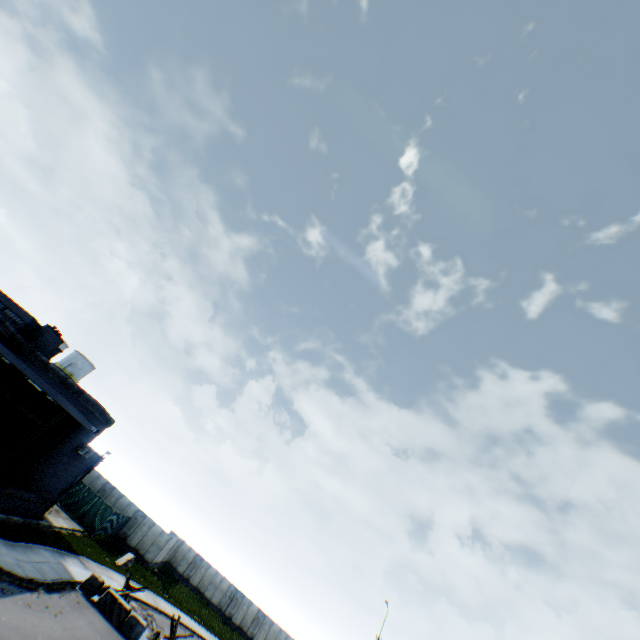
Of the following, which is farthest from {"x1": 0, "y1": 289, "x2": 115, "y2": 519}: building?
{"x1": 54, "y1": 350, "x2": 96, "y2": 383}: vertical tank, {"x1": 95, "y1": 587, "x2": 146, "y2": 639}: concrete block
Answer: {"x1": 54, "y1": 350, "x2": 96, "y2": 383}: vertical tank

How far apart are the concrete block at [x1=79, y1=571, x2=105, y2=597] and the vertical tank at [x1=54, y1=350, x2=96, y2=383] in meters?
37.3

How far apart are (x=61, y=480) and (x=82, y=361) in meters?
31.8 m

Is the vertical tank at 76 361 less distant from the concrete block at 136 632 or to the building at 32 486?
the building at 32 486

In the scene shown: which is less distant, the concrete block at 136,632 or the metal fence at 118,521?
the concrete block at 136,632

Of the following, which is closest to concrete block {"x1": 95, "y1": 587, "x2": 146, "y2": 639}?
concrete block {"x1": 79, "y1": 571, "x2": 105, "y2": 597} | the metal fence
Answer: concrete block {"x1": 79, "y1": 571, "x2": 105, "y2": 597}

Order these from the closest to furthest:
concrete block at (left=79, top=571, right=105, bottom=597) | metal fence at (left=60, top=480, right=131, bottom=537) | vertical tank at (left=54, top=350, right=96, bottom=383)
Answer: concrete block at (left=79, top=571, right=105, bottom=597)
metal fence at (left=60, top=480, right=131, bottom=537)
vertical tank at (left=54, top=350, right=96, bottom=383)

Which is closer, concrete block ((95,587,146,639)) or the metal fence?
concrete block ((95,587,146,639))
